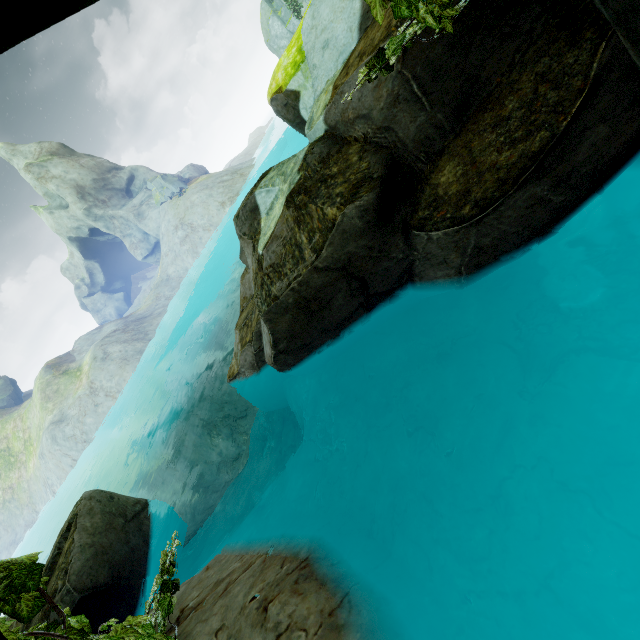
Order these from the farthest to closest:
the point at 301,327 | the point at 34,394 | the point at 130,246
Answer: the point at 130,246 < the point at 34,394 < the point at 301,327

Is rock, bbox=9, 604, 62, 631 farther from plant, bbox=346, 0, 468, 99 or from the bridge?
plant, bbox=346, 0, 468, 99

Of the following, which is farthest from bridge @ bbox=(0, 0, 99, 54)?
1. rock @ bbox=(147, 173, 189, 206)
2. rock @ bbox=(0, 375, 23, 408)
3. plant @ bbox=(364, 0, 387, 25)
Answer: rock @ bbox=(147, 173, 189, 206)

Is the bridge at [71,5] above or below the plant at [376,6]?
above

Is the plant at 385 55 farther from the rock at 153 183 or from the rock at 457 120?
the rock at 153 183

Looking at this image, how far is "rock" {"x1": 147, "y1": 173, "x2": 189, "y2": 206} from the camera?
49.8 meters

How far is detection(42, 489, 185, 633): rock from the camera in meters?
5.3

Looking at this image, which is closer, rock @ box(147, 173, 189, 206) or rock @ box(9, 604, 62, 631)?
rock @ box(9, 604, 62, 631)
